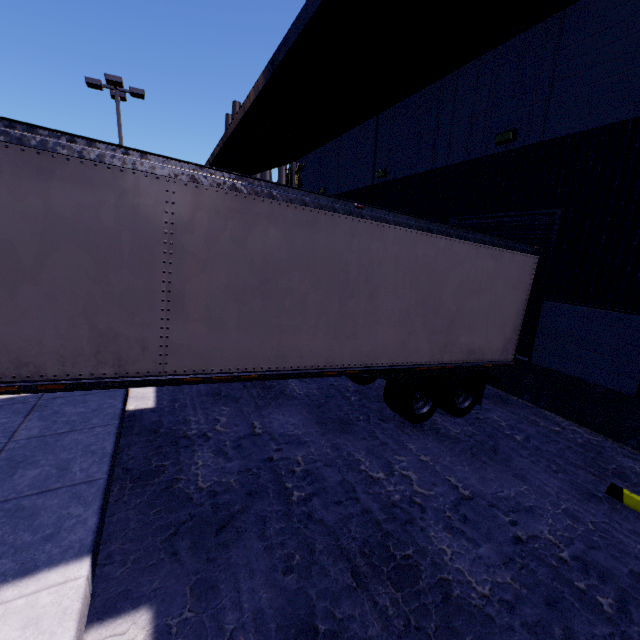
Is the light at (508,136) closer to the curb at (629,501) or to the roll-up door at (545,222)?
the roll-up door at (545,222)

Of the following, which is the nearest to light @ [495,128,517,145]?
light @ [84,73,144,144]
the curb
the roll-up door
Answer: the roll-up door

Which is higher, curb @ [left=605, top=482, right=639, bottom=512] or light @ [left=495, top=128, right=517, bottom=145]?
light @ [left=495, top=128, right=517, bottom=145]

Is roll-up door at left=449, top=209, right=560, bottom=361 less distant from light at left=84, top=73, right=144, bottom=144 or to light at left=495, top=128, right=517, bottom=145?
light at left=495, top=128, right=517, bottom=145

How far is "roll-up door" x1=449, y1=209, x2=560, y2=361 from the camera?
7.3 meters

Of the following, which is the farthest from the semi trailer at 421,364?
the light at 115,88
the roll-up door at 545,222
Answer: the light at 115,88

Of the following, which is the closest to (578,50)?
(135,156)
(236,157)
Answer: (135,156)

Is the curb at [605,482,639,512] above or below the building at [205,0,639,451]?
below
